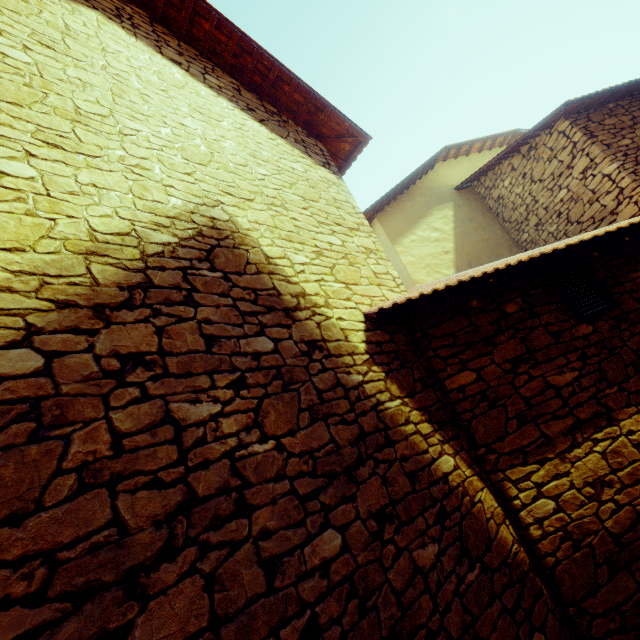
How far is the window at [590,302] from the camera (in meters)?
3.65

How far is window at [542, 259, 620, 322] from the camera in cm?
365

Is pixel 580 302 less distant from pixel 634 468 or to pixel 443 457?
pixel 634 468
